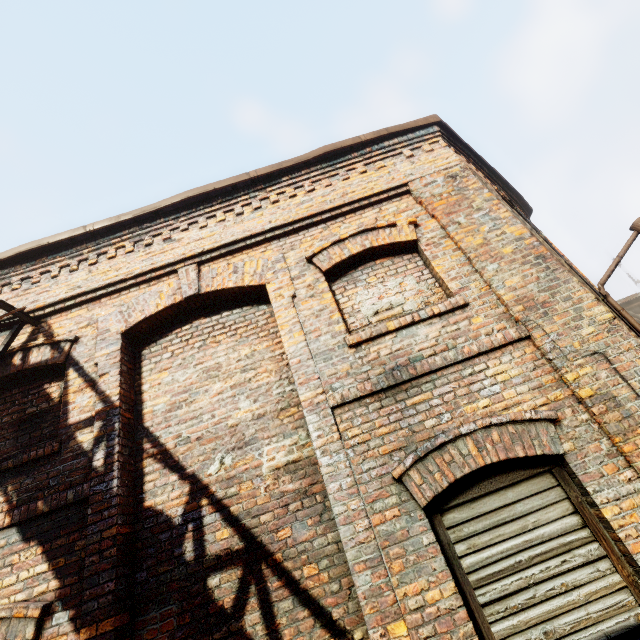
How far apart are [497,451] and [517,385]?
0.7m
